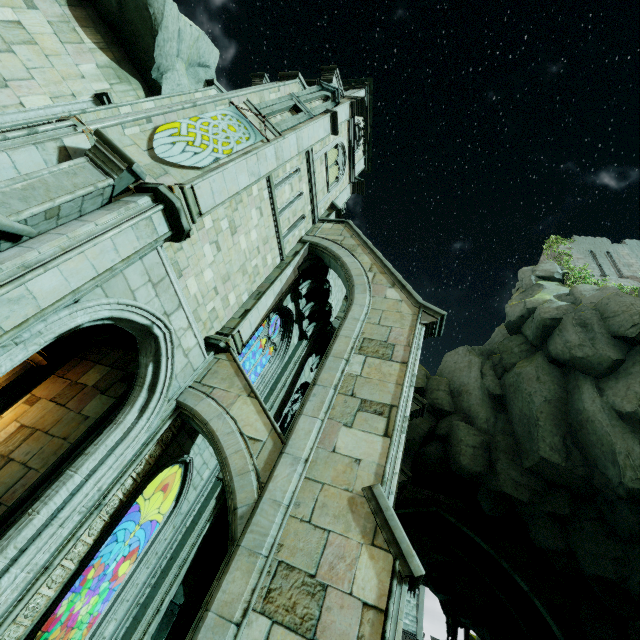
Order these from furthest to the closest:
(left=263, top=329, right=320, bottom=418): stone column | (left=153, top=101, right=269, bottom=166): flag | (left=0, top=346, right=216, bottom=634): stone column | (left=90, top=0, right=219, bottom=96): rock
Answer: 1. (left=263, top=329, right=320, bottom=418): stone column
2. (left=90, top=0, right=219, bottom=96): rock
3. (left=153, top=101, right=269, bottom=166): flag
4. (left=0, top=346, right=216, bottom=634): stone column

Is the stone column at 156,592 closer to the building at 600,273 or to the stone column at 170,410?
Result: the stone column at 170,410

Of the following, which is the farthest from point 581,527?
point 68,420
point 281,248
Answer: point 68,420

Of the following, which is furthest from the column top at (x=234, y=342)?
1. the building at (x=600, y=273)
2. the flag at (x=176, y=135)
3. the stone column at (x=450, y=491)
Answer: the building at (x=600, y=273)

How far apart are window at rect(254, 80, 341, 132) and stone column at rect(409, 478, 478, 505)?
18.5m

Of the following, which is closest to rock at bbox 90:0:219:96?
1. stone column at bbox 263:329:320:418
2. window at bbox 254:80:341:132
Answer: window at bbox 254:80:341:132

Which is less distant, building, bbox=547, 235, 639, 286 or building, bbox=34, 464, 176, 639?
building, bbox=34, 464, 176, 639

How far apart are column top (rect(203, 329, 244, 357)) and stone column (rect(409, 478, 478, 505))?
14.1m
